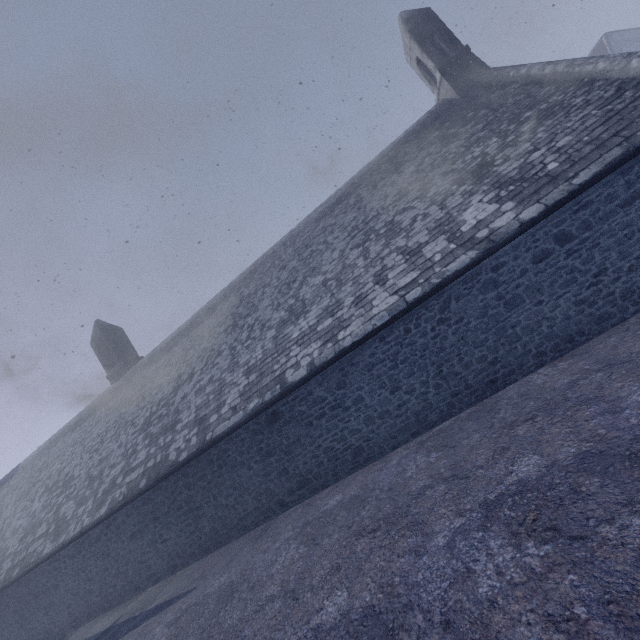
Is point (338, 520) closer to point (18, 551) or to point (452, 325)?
point (452, 325)
